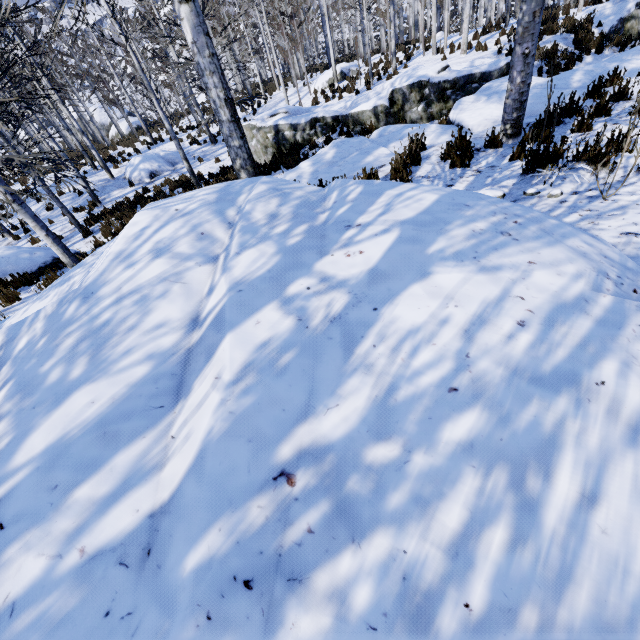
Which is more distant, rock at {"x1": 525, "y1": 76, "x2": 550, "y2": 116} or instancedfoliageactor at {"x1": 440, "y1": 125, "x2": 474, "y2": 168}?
rock at {"x1": 525, "y1": 76, "x2": 550, "y2": 116}

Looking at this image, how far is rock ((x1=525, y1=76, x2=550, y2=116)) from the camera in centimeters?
638cm

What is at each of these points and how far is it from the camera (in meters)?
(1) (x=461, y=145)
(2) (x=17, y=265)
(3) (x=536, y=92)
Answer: (1) instancedfoliageactor, 5.62
(2) rock, 8.14
(3) rock, 6.88

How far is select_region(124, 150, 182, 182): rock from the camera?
17.0 meters

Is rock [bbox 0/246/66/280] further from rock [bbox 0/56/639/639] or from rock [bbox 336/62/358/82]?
rock [bbox 336/62/358/82]

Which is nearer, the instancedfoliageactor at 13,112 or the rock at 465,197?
the rock at 465,197

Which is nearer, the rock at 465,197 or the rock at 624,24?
the rock at 465,197

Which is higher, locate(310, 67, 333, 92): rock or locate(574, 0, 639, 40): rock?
locate(574, 0, 639, 40): rock
